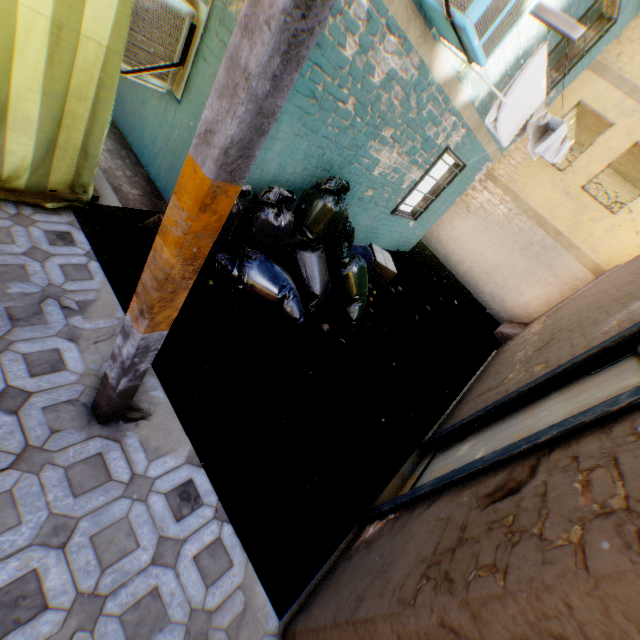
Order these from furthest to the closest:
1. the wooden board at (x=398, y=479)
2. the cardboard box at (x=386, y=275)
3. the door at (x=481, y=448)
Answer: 1. the cardboard box at (x=386, y=275)
2. the wooden board at (x=398, y=479)
3. the door at (x=481, y=448)

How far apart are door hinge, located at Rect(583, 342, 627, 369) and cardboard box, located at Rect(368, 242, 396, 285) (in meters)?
3.93

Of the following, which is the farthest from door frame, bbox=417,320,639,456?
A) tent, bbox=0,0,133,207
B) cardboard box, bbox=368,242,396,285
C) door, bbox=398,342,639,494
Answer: cardboard box, bbox=368,242,396,285

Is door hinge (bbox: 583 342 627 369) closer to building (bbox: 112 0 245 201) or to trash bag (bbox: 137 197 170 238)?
building (bbox: 112 0 245 201)

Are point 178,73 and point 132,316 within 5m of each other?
yes

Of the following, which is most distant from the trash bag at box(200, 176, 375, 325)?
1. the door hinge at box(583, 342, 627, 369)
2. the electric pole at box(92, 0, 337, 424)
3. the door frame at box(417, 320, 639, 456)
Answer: the door hinge at box(583, 342, 627, 369)

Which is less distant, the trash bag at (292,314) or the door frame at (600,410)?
Result: the door frame at (600,410)

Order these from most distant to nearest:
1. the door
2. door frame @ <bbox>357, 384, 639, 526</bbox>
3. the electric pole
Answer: the door → door frame @ <bbox>357, 384, 639, 526</bbox> → the electric pole
